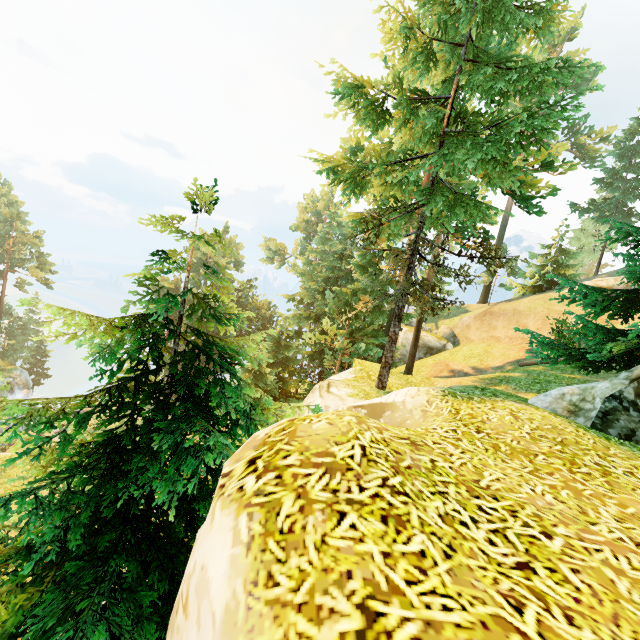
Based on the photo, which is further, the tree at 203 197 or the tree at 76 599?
the tree at 203 197

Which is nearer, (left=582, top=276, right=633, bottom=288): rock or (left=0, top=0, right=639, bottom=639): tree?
(left=0, top=0, right=639, bottom=639): tree

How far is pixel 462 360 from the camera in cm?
2703

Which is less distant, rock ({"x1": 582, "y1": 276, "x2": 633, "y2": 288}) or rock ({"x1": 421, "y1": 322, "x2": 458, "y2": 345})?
rock ({"x1": 582, "y1": 276, "x2": 633, "y2": 288})

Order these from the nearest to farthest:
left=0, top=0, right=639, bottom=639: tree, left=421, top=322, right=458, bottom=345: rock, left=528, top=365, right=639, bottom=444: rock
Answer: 1. left=0, top=0, right=639, bottom=639: tree
2. left=528, top=365, right=639, bottom=444: rock
3. left=421, top=322, right=458, bottom=345: rock

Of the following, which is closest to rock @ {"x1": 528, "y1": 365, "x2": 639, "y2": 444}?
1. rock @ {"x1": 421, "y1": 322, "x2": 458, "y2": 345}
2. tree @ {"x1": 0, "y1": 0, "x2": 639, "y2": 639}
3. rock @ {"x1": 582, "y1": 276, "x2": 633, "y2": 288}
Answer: tree @ {"x1": 0, "y1": 0, "x2": 639, "y2": 639}

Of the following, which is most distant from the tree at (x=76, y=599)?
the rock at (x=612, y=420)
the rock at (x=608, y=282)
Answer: the rock at (x=608, y=282)
